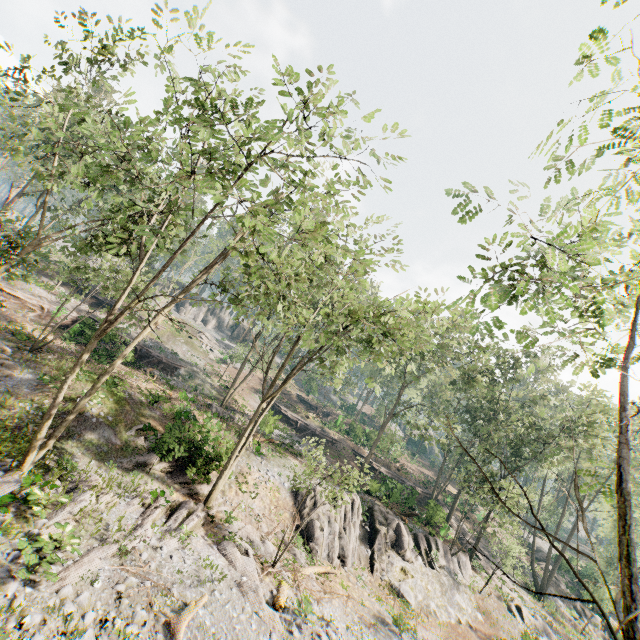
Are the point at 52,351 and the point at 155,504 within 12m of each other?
no

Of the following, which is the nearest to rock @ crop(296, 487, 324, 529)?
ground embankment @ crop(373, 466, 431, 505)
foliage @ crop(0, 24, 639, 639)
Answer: foliage @ crop(0, 24, 639, 639)

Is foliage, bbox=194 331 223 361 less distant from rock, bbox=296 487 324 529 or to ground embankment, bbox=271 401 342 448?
rock, bbox=296 487 324 529

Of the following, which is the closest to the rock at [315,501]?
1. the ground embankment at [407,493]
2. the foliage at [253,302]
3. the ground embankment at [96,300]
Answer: the foliage at [253,302]

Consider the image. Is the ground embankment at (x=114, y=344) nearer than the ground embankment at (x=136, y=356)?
Yes

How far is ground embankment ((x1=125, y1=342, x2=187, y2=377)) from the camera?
33.1m

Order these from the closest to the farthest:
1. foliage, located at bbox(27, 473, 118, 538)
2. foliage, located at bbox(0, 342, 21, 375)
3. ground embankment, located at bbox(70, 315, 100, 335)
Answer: foliage, located at bbox(27, 473, 118, 538) < foliage, located at bbox(0, 342, 21, 375) < ground embankment, located at bbox(70, 315, 100, 335)
